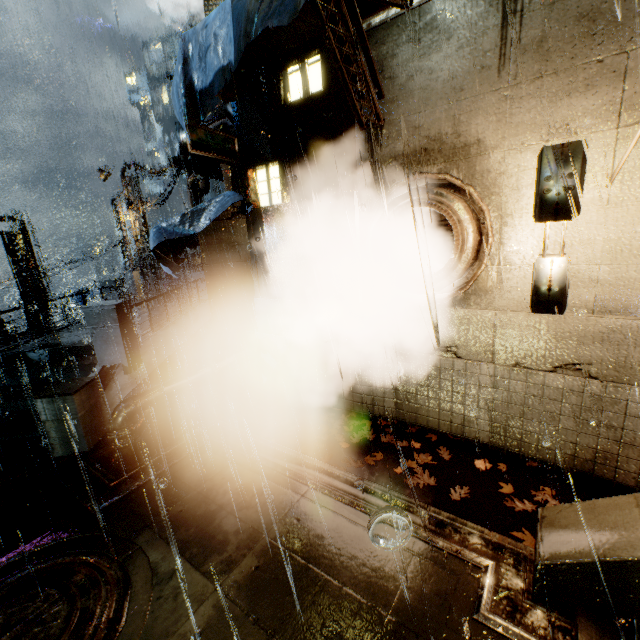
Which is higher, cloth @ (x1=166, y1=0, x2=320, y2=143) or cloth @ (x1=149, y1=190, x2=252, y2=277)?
cloth @ (x1=166, y1=0, x2=320, y2=143)

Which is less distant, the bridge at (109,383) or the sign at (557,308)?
the sign at (557,308)

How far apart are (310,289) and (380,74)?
4.92m

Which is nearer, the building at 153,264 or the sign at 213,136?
the sign at 213,136

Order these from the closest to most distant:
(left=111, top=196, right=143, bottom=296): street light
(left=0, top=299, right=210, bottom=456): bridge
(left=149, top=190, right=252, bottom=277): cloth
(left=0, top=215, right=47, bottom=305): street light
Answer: (left=0, top=299, right=210, bottom=456): bridge < (left=149, top=190, right=252, bottom=277): cloth < (left=0, top=215, right=47, bottom=305): street light < (left=111, top=196, right=143, bottom=296): street light

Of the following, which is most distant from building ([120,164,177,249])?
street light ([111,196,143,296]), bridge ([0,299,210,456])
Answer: street light ([111,196,143,296])

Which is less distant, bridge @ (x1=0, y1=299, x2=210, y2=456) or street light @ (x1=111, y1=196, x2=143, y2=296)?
bridge @ (x1=0, y1=299, x2=210, y2=456)

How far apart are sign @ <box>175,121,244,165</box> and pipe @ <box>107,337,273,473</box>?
4.91m
